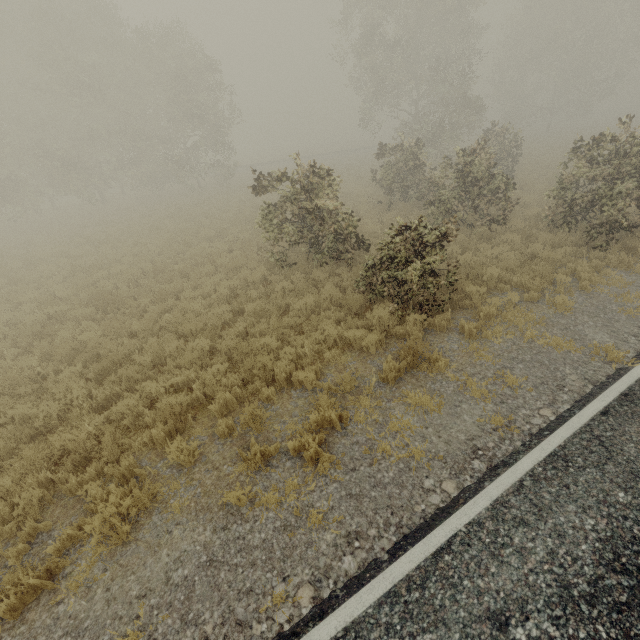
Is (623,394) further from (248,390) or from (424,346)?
(248,390)

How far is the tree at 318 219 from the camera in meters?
10.1 m

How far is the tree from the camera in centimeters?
1006cm
